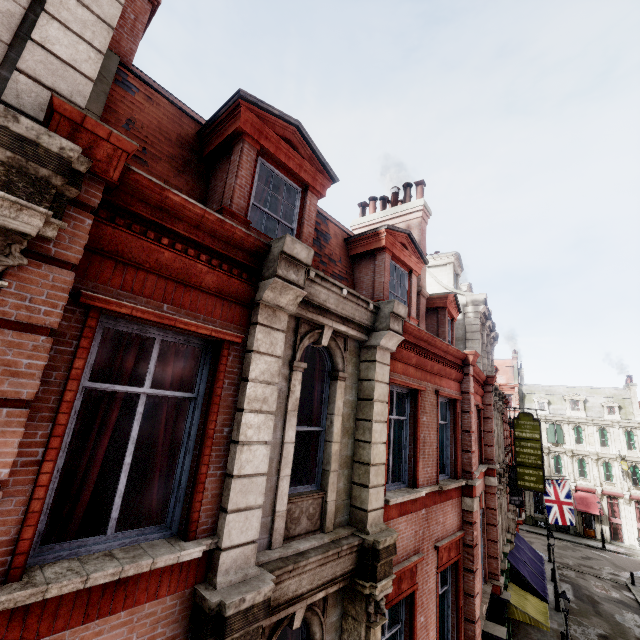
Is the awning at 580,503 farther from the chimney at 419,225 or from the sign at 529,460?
the chimney at 419,225

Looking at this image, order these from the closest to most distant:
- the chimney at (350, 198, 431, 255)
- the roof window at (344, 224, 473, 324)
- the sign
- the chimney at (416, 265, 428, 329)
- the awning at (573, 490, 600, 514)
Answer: the roof window at (344, 224, 473, 324), the chimney at (416, 265, 428, 329), the chimney at (350, 198, 431, 255), the sign, the awning at (573, 490, 600, 514)

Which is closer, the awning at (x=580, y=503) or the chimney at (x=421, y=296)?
the chimney at (x=421, y=296)

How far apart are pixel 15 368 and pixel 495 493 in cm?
1531

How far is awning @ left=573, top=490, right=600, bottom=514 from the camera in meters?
38.0 m

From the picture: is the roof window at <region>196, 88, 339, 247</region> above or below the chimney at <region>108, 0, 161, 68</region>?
below

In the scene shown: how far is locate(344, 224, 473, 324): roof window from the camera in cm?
858

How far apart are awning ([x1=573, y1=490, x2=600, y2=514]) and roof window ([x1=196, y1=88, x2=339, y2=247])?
50.4m
